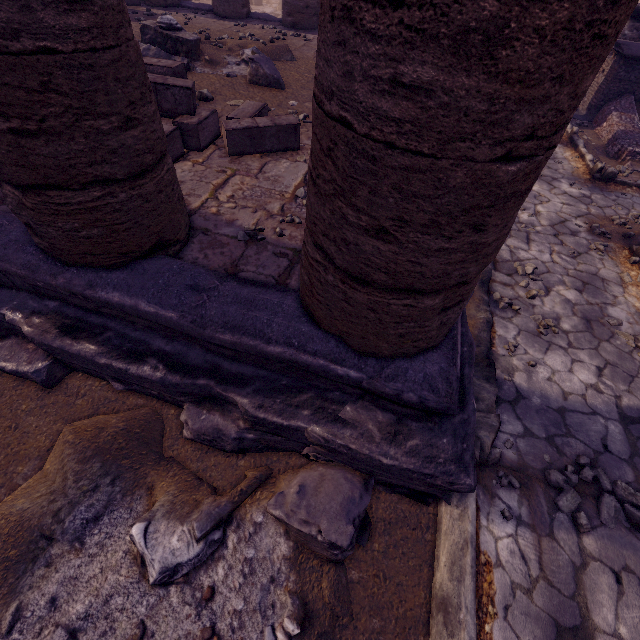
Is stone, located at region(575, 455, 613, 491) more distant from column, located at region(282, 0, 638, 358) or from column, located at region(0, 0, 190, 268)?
column, located at region(0, 0, 190, 268)

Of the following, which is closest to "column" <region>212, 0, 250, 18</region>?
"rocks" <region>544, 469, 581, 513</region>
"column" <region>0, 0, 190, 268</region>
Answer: "column" <region>0, 0, 190, 268</region>

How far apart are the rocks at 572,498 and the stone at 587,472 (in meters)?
0.06

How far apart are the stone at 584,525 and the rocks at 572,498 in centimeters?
4cm

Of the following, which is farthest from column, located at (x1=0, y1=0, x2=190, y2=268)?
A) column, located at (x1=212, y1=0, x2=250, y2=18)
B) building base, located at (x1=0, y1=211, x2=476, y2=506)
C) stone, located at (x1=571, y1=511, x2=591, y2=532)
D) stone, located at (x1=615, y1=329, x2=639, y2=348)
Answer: column, located at (x1=212, y1=0, x2=250, y2=18)

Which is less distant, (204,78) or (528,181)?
(528,181)

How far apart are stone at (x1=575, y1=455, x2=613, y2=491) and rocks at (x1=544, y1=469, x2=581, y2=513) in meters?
0.1

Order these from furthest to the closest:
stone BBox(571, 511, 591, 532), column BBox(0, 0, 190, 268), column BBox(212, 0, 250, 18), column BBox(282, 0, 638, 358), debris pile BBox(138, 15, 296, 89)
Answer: column BBox(212, 0, 250, 18)
debris pile BBox(138, 15, 296, 89)
stone BBox(571, 511, 591, 532)
column BBox(0, 0, 190, 268)
column BBox(282, 0, 638, 358)
